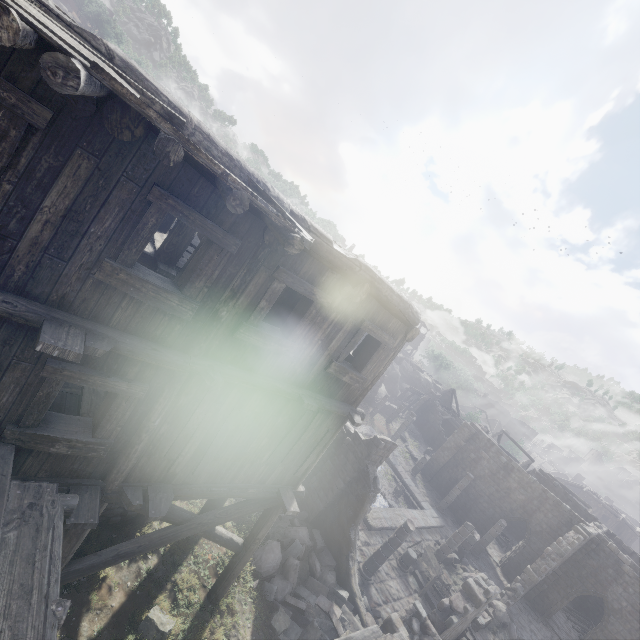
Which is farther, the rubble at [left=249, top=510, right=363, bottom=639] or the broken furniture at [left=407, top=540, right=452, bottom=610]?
the broken furniture at [left=407, top=540, right=452, bottom=610]

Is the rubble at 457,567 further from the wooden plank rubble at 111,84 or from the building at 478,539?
the wooden plank rubble at 111,84

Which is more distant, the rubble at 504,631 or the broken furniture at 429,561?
the rubble at 504,631

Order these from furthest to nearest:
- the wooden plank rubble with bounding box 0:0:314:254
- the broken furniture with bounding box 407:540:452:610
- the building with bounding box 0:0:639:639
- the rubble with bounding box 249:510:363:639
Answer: the broken furniture with bounding box 407:540:452:610 → the rubble with bounding box 249:510:363:639 → the building with bounding box 0:0:639:639 → the wooden plank rubble with bounding box 0:0:314:254

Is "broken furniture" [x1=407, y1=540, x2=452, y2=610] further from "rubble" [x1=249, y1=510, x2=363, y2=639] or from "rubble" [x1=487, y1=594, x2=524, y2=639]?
"rubble" [x1=249, y1=510, x2=363, y2=639]

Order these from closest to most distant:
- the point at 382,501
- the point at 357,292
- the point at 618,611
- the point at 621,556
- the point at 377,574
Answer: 1. the point at 357,292
2. the point at 377,574
3. the point at 618,611
4. the point at 621,556
5. the point at 382,501

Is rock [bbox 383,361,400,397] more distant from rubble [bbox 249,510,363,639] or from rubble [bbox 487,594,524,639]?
rubble [bbox 249,510,363,639]

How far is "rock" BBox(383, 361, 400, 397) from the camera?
47.8m
